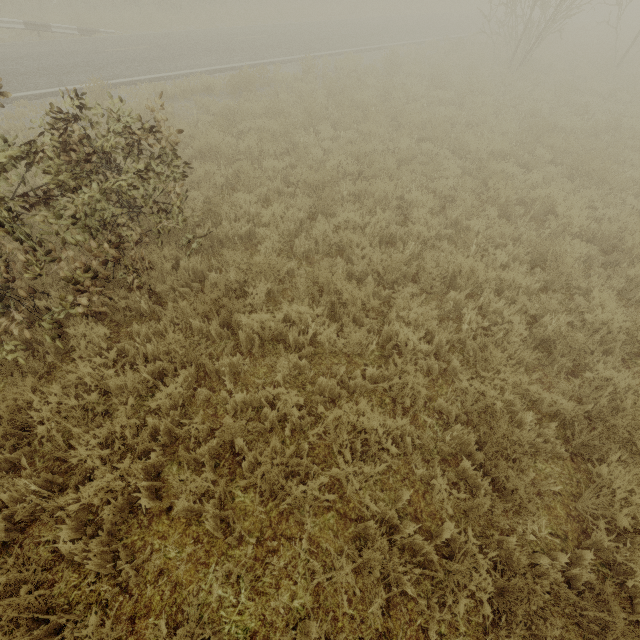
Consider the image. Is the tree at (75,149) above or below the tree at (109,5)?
above

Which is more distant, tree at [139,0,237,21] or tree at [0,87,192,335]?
tree at [139,0,237,21]

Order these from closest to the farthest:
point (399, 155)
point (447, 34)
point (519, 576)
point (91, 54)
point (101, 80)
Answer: point (519, 576) < point (399, 155) < point (101, 80) < point (91, 54) < point (447, 34)

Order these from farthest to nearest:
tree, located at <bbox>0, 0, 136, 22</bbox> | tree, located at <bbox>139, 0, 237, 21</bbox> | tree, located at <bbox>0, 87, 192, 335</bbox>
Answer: tree, located at <bbox>139, 0, 237, 21</bbox>, tree, located at <bbox>0, 0, 136, 22</bbox>, tree, located at <bbox>0, 87, 192, 335</bbox>

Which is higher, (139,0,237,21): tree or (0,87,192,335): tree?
(0,87,192,335): tree
